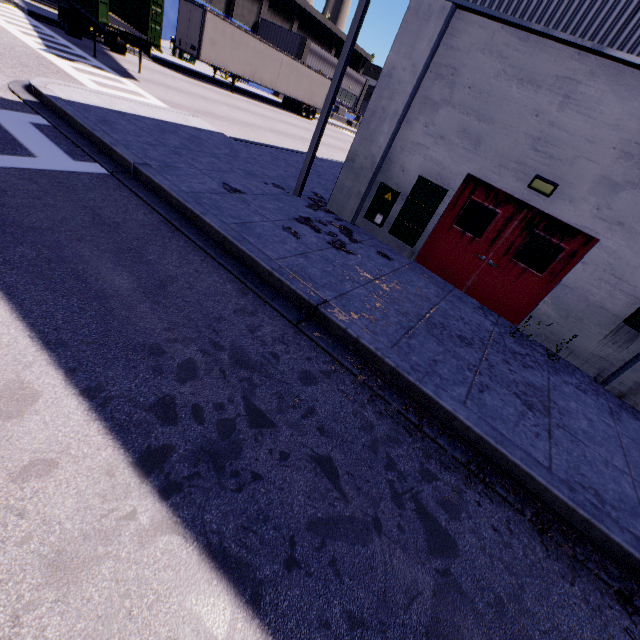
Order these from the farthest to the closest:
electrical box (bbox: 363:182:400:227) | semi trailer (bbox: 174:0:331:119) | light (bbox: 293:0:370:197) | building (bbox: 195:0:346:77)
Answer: building (bbox: 195:0:346:77)
semi trailer (bbox: 174:0:331:119)
electrical box (bbox: 363:182:400:227)
light (bbox: 293:0:370:197)

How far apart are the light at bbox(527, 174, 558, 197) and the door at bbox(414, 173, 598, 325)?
0.25m

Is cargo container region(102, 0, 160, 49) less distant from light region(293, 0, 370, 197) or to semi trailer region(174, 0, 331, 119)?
semi trailer region(174, 0, 331, 119)

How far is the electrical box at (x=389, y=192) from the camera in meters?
8.3 m

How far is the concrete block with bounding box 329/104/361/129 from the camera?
45.1 meters

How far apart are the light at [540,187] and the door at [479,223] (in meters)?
0.25

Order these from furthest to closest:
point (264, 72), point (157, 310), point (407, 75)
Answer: point (264, 72) < point (407, 75) < point (157, 310)

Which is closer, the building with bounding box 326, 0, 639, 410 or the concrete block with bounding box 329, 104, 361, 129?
the building with bounding box 326, 0, 639, 410
